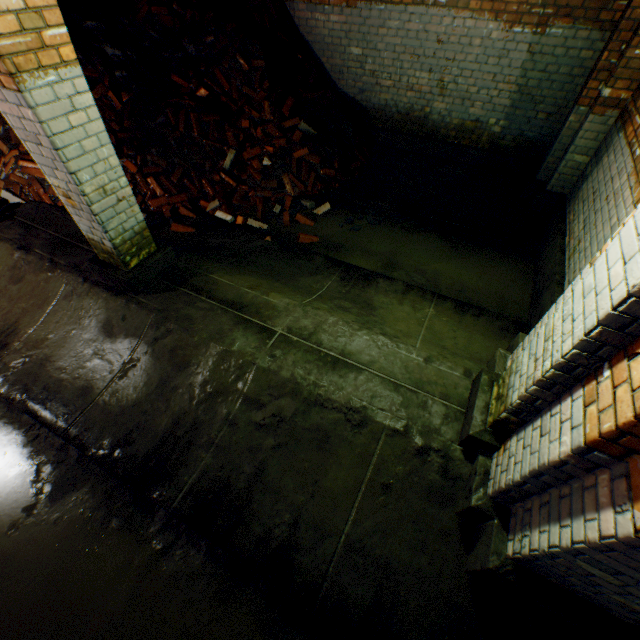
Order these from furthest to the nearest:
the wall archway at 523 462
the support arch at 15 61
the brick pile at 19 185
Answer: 1. the brick pile at 19 185
2. the support arch at 15 61
3. the wall archway at 523 462

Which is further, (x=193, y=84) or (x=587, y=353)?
(x=193, y=84)

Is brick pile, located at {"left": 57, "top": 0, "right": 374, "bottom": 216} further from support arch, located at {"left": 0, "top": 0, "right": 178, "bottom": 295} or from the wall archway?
the wall archway

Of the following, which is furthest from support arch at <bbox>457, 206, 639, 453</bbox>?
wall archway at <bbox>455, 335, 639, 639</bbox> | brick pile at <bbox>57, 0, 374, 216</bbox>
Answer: brick pile at <bbox>57, 0, 374, 216</bbox>

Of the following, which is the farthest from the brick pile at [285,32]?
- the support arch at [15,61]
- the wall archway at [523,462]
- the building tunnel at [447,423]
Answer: the wall archway at [523,462]

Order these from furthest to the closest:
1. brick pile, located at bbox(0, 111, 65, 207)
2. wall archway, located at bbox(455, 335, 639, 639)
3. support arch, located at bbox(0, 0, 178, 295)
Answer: brick pile, located at bbox(0, 111, 65, 207), support arch, located at bbox(0, 0, 178, 295), wall archway, located at bbox(455, 335, 639, 639)

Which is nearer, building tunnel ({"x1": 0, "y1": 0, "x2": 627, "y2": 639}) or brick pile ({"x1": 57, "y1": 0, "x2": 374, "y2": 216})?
building tunnel ({"x1": 0, "y1": 0, "x2": 627, "y2": 639})

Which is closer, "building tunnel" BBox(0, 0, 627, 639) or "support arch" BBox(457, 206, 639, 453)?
"support arch" BBox(457, 206, 639, 453)
